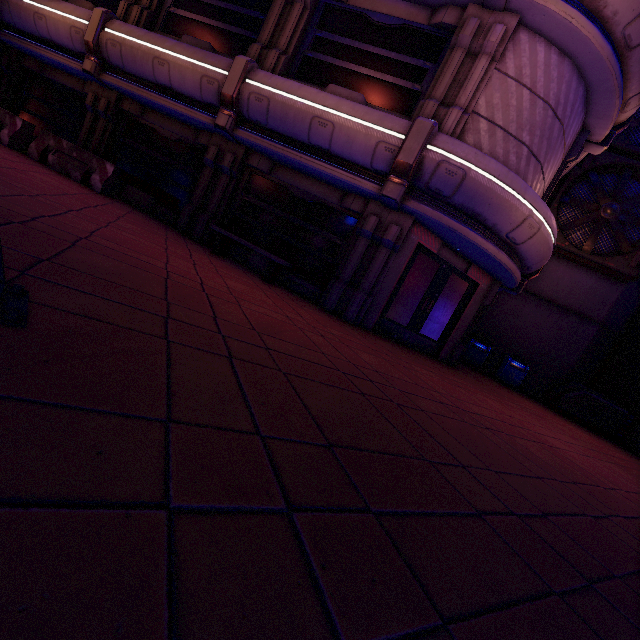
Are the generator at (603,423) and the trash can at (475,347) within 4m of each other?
yes

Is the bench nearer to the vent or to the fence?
the fence

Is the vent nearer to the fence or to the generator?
the generator

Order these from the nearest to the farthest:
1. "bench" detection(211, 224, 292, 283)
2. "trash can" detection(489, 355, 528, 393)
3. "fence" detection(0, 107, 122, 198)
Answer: "bench" detection(211, 224, 292, 283), "fence" detection(0, 107, 122, 198), "trash can" detection(489, 355, 528, 393)

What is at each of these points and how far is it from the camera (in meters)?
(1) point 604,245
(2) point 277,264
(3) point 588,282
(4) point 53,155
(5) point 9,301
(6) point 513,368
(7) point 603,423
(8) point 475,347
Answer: (1) vent, 13.05
(2) bench, 8.06
(3) building, 13.62
(4) fence, 8.98
(5) pod, 1.63
(6) trash can, 13.46
(7) generator, 12.20
(8) trash can, 13.91

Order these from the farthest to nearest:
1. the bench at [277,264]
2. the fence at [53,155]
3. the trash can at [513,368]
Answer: the trash can at [513,368] < the fence at [53,155] < the bench at [277,264]

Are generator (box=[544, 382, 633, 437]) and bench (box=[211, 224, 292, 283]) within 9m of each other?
no

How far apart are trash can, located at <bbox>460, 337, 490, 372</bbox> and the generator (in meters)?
2.63
